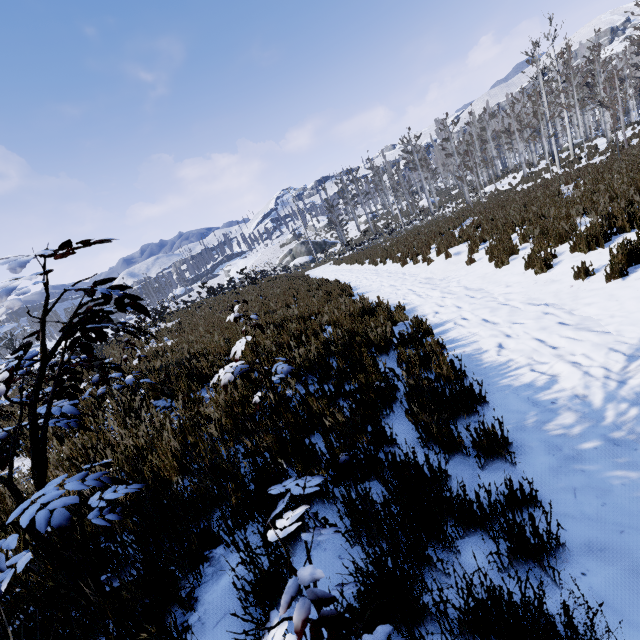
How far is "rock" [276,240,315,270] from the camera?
47.7m

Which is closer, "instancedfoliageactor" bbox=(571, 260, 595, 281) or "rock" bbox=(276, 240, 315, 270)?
"instancedfoliageactor" bbox=(571, 260, 595, 281)

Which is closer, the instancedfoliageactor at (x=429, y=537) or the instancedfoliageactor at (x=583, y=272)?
the instancedfoliageactor at (x=429, y=537)

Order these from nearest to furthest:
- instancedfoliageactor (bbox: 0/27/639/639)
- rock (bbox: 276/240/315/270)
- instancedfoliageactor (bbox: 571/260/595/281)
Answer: instancedfoliageactor (bbox: 0/27/639/639) → instancedfoliageactor (bbox: 571/260/595/281) → rock (bbox: 276/240/315/270)

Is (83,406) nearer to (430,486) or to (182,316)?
(430,486)

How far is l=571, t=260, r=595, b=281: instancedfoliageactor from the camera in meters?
4.8

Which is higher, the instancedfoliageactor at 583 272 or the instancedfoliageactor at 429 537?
the instancedfoliageactor at 429 537
